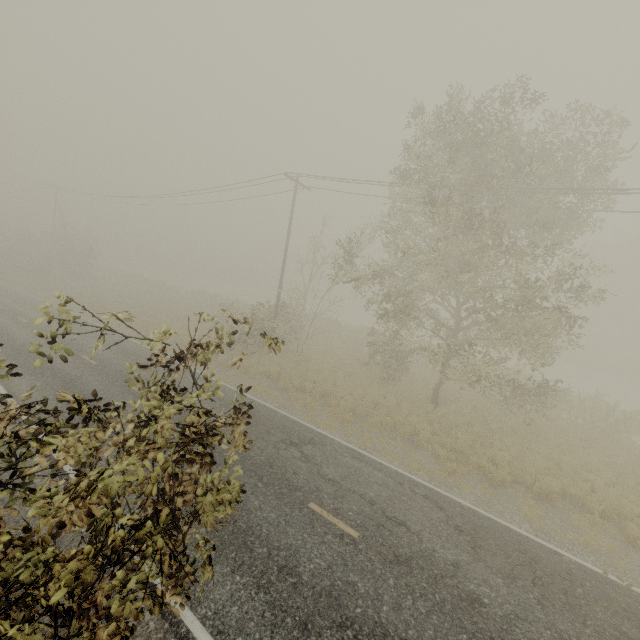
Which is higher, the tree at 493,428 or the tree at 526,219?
the tree at 526,219

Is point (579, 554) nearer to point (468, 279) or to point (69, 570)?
point (468, 279)

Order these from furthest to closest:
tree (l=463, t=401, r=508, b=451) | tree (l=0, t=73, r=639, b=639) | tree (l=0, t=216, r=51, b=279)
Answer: tree (l=0, t=216, r=51, b=279)
tree (l=463, t=401, r=508, b=451)
tree (l=0, t=73, r=639, b=639)

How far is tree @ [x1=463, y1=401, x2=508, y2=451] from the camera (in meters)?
13.87

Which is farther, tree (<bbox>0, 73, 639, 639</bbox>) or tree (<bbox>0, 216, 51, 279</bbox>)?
tree (<bbox>0, 216, 51, 279</bbox>)

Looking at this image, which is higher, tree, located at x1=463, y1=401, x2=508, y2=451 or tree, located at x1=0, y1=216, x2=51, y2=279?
tree, located at x1=0, y1=216, x2=51, y2=279

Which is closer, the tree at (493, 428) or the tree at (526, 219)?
the tree at (526, 219)
